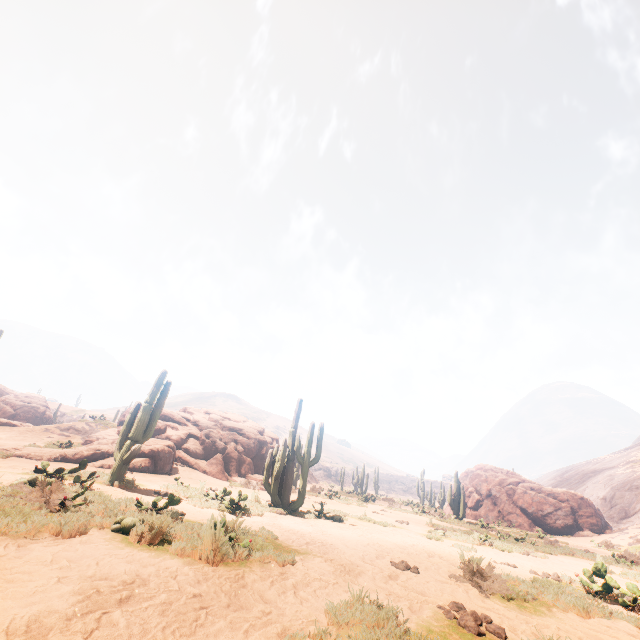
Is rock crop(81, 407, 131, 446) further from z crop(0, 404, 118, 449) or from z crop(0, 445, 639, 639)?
z crop(0, 404, 118, 449)

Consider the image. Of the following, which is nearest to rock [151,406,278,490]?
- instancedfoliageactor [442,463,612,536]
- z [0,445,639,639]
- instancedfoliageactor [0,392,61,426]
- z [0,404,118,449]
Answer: instancedfoliageactor [442,463,612,536]

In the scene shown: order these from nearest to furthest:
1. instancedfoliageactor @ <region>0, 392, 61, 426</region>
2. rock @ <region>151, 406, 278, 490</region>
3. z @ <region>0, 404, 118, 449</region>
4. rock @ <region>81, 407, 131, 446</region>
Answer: z @ <region>0, 404, 118, 449</region>
rock @ <region>81, 407, 131, 446</region>
rock @ <region>151, 406, 278, 490</region>
instancedfoliageactor @ <region>0, 392, 61, 426</region>

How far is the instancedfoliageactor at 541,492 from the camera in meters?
23.3 m

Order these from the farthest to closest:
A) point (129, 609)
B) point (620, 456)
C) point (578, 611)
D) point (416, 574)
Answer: point (620, 456)
point (416, 574)
point (578, 611)
point (129, 609)

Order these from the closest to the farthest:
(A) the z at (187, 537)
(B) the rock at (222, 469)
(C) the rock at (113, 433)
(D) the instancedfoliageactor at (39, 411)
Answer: (A) the z at (187, 537)
(C) the rock at (113, 433)
(B) the rock at (222, 469)
(D) the instancedfoliageactor at (39, 411)

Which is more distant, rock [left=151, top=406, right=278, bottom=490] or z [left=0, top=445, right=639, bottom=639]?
rock [left=151, top=406, right=278, bottom=490]

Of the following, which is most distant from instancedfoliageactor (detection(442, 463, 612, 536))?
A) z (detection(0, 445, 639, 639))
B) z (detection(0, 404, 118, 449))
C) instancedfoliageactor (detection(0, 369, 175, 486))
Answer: z (detection(0, 404, 118, 449))
